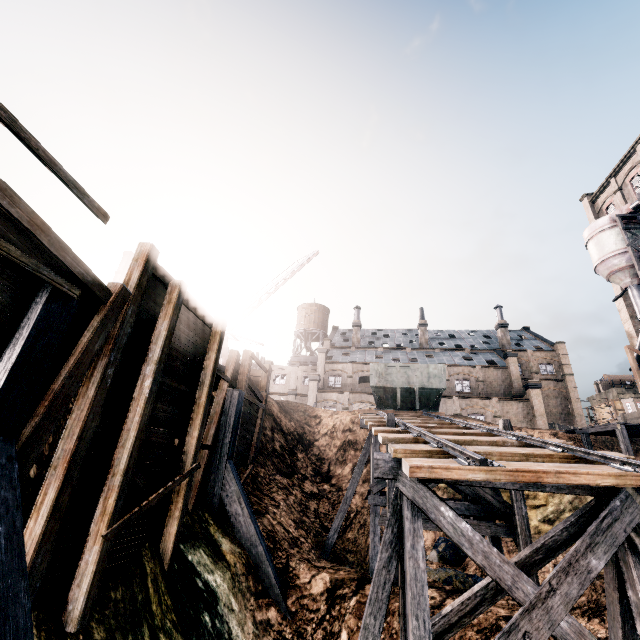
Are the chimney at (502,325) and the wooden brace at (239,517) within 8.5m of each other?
no

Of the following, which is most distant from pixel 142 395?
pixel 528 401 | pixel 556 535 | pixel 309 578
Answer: pixel 528 401

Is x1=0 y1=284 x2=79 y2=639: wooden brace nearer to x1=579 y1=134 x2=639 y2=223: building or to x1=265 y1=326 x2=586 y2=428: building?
x1=579 y1=134 x2=639 y2=223: building

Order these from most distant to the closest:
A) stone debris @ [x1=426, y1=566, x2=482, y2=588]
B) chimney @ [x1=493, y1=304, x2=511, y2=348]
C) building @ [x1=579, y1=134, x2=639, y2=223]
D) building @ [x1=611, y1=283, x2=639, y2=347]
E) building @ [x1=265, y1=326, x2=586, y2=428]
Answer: chimney @ [x1=493, y1=304, x2=511, y2=348] → building @ [x1=265, y1=326, x2=586, y2=428] → building @ [x1=579, y1=134, x2=639, y2=223] → building @ [x1=611, y1=283, x2=639, y2=347] → stone debris @ [x1=426, y1=566, x2=482, y2=588]

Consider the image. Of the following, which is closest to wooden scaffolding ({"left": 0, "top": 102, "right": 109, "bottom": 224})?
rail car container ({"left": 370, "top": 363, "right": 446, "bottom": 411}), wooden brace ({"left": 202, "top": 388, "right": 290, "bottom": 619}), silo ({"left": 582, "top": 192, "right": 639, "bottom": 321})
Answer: wooden brace ({"left": 202, "top": 388, "right": 290, "bottom": 619})

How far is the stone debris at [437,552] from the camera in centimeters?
1409cm

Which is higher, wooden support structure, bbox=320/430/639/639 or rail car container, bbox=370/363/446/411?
rail car container, bbox=370/363/446/411

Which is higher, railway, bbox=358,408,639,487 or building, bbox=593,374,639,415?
building, bbox=593,374,639,415
